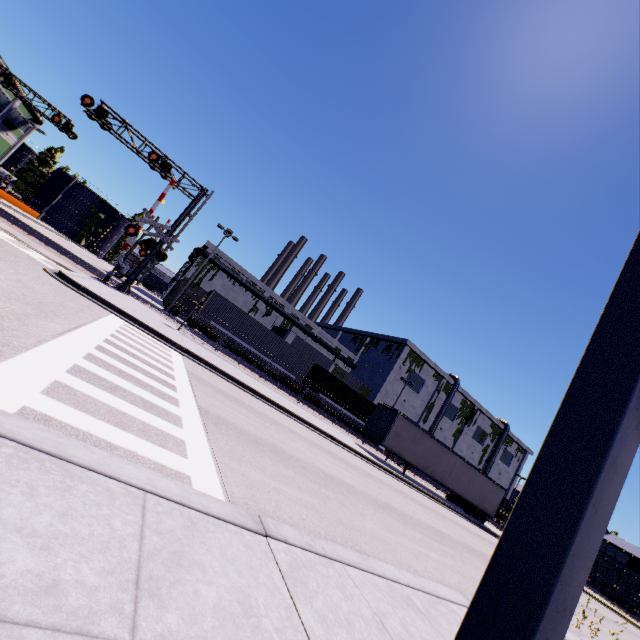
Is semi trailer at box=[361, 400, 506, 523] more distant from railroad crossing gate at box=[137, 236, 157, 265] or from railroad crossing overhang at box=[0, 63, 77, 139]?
railroad crossing gate at box=[137, 236, 157, 265]

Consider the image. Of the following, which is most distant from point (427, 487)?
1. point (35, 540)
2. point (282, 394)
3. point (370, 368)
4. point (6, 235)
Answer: point (6, 235)

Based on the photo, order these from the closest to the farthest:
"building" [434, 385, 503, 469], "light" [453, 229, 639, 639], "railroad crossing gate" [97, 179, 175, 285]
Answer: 1. "light" [453, 229, 639, 639]
2. "railroad crossing gate" [97, 179, 175, 285]
3. "building" [434, 385, 503, 469]

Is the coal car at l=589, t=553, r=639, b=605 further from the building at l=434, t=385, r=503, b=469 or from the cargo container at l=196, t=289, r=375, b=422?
the cargo container at l=196, t=289, r=375, b=422

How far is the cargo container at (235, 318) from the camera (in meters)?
28.97

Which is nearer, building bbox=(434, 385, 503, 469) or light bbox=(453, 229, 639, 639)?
light bbox=(453, 229, 639, 639)

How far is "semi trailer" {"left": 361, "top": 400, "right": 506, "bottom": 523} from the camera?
23.73m

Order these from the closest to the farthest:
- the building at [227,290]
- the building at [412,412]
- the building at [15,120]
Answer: the building at [227,290], the building at [412,412], the building at [15,120]
